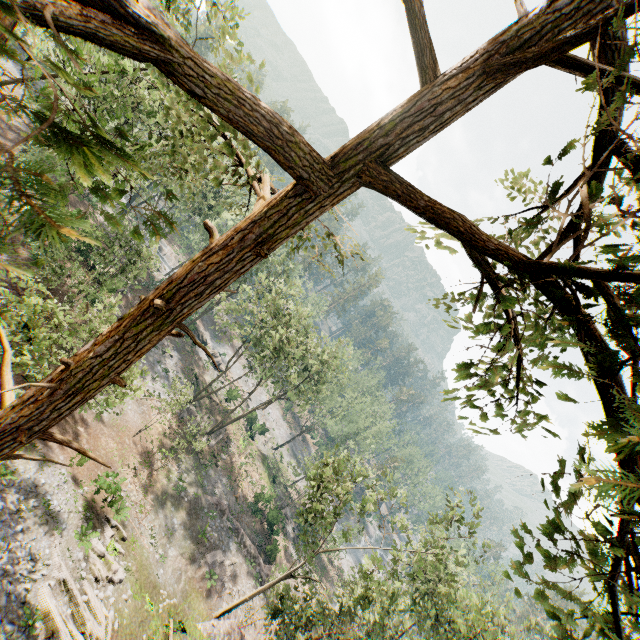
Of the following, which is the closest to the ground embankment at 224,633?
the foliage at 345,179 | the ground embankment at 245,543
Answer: the foliage at 345,179

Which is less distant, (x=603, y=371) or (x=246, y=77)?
(x=603, y=371)

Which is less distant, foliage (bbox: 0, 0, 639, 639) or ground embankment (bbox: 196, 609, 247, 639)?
foliage (bbox: 0, 0, 639, 639)

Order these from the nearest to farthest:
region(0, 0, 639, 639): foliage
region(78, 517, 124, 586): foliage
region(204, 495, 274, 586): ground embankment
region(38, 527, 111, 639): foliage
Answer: region(0, 0, 639, 639): foliage
region(38, 527, 111, 639): foliage
region(78, 517, 124, 586): foliage
region(204, 495, 274, 586): ground embankment

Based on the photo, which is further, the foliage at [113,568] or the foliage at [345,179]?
the foliage at [113,568]

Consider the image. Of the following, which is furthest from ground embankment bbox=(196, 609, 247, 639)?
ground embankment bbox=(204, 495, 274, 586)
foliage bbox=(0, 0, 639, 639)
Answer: ground embankment bbox=(204, 495, 274, 586)

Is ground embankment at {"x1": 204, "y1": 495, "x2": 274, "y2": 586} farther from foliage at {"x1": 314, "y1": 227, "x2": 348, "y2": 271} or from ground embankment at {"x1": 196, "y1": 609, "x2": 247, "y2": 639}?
ground embankment at {"x1": 196, "y1": 609, "x2": 247, "y2": 639}
